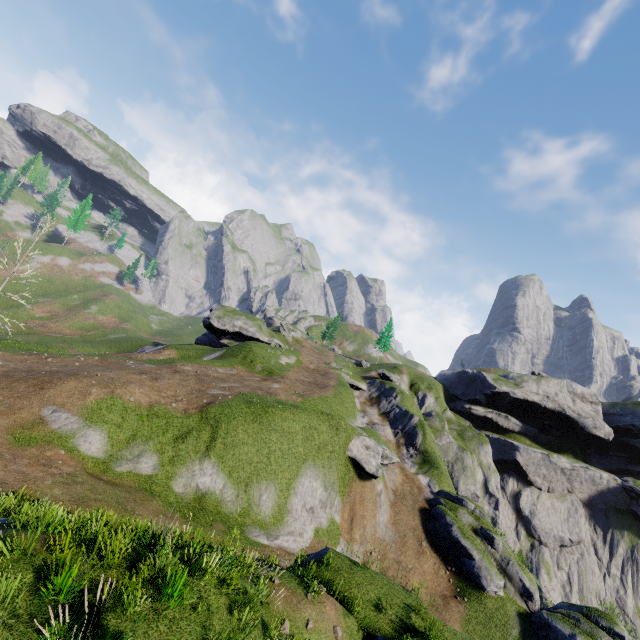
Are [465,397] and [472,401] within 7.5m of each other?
yes

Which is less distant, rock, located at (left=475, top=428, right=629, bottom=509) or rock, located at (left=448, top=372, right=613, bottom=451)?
rock, located at (left=475, top=428, right=629, bottom=509)

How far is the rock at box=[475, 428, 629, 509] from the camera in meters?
49.1 m

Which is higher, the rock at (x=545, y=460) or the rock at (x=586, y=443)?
the rock at (x=586, y=443)

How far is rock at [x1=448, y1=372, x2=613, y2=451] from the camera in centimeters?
5253cm

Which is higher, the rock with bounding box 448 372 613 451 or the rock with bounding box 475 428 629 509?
the rock with bounding box 448 372 613 451

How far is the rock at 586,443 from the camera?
52.5m
